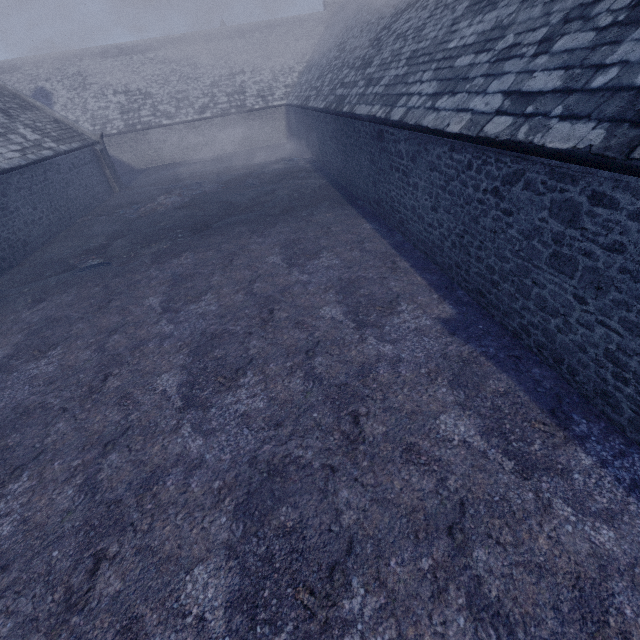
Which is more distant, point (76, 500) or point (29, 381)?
point (29, 381)
